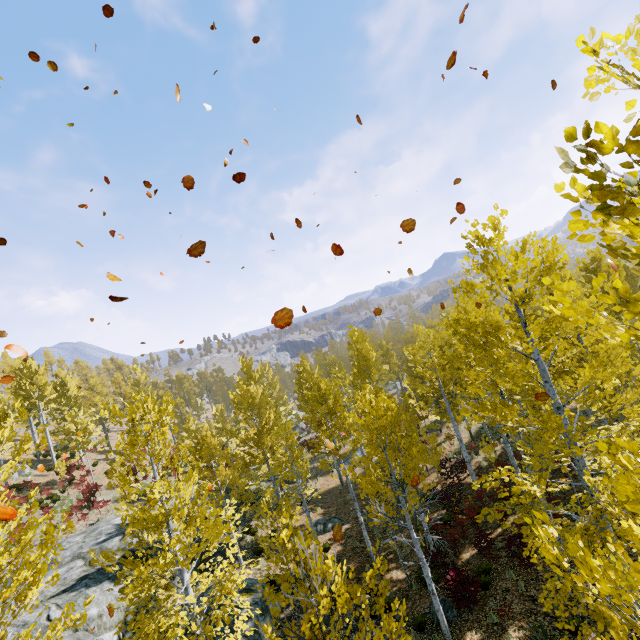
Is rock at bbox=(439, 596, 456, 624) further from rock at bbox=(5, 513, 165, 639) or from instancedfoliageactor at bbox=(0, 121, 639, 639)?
rock at bbox=(5, 513, 165, 639)

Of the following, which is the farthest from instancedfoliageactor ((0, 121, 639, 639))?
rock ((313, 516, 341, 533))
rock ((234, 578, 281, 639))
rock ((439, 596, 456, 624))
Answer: rock ((313, 516, 341, 533))

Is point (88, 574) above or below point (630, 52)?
below

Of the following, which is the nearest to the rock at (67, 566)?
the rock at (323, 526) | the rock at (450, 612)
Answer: the rock at (323, 526)

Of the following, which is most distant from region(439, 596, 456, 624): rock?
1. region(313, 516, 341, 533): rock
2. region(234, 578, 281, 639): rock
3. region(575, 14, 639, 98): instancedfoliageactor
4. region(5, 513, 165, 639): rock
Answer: region(5, 513, 165, 639): rock

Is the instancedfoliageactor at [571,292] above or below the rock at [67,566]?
above

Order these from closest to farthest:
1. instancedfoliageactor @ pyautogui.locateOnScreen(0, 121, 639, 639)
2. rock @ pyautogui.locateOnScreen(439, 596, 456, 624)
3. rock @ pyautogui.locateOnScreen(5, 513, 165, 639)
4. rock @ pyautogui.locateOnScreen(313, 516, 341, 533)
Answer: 1. instancedfoliageactor @ pyautogui.locateOnScreen(0, 121, 639, 639)
2. rock @ pyautogui.locateOnScreen(439, 596, 456, 624)
3. rock @ pyautogui.locateOnScreen(5, 513, 165, 639)
4. rock @ pyautogui.locateOnScreen(313, 516, 341, 533)

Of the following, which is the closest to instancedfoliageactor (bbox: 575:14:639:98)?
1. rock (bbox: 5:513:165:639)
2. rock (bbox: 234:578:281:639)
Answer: rock (bbox: 5:513:165:639)
